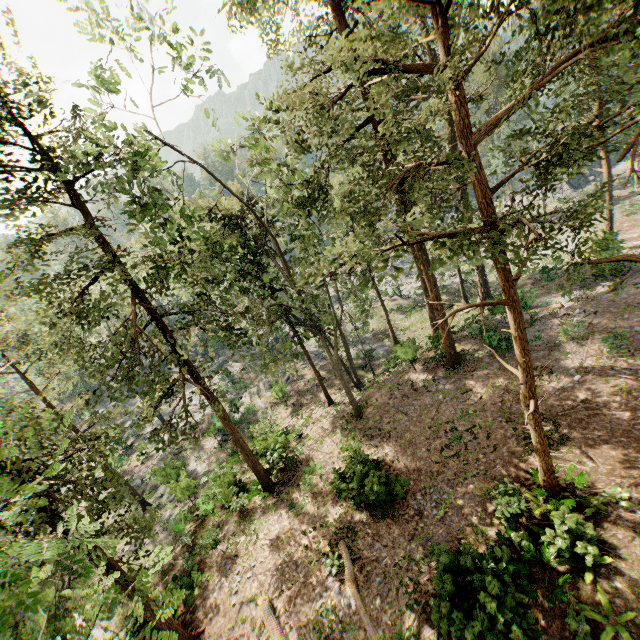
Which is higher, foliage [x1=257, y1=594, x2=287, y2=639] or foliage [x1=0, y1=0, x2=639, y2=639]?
foliage [x1=0, y1=0, x2=639, y2=639]

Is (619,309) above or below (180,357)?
below

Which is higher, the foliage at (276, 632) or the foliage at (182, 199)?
the foliage at (182, 199)

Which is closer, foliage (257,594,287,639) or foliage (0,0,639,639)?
foliage (0,0,639,639)

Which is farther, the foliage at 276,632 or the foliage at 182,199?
the foliage at 276,632
